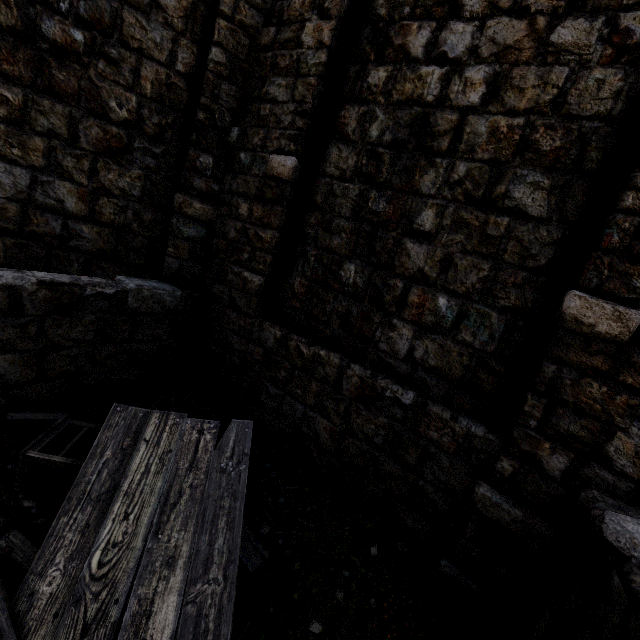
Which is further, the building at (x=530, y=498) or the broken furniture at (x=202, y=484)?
the building at (x=530, y=498)

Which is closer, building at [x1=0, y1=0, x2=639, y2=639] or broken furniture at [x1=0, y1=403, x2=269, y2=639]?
broken furniture at [x1=0, y1=403, x2=269, y2=639]

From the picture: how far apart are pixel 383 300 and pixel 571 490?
2.6 meters
